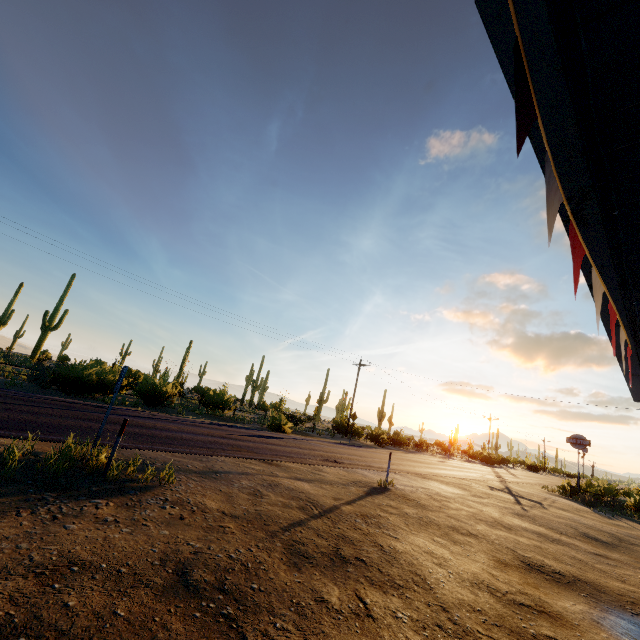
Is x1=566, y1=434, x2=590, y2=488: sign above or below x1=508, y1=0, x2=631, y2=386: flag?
above

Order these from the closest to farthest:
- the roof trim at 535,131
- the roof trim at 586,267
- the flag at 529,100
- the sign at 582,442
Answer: the flag at 529,100 → the roof trim at 535,131 → the roof trim at 586,267 → the sign at 582,442

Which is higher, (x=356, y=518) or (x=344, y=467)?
(x=344, y=467)

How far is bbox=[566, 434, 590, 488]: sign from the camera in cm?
2498

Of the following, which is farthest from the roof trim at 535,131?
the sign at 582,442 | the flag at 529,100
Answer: the sign at 582,442

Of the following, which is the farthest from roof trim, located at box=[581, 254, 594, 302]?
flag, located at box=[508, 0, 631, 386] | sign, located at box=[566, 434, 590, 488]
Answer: sign, located at box=[566, 434, 590, 488]

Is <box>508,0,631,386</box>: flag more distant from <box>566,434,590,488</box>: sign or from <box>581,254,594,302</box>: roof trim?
<box>566,434,590,488</box>: sign
